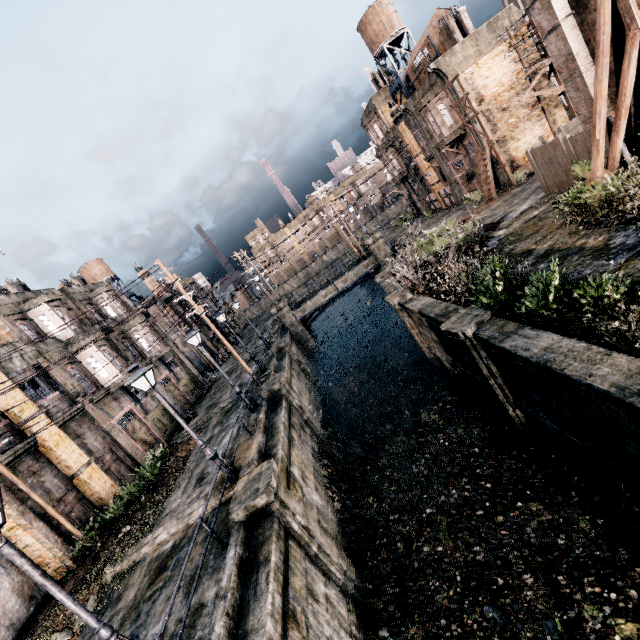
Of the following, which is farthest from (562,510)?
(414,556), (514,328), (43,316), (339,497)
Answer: (43,316)

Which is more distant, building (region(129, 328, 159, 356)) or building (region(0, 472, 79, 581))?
building (region(129, 328, 159, 356))

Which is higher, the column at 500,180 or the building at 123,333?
the building at 123,333

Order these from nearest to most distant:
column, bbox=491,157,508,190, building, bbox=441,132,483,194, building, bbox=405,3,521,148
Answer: building, bbox=405,3,521,148 < column, bbox=491,157,508,190 < building, bbox=441,132,483,194

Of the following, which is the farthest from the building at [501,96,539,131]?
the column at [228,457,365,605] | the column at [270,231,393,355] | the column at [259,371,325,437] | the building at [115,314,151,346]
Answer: the building at [115,314,151,346]

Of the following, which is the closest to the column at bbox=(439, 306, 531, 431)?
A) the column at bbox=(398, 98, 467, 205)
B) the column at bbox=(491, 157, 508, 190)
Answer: the column at bbox=(491, 157, 508, 190)

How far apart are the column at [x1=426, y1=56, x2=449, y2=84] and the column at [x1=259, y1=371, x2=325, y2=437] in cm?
2734

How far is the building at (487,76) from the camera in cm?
2666
